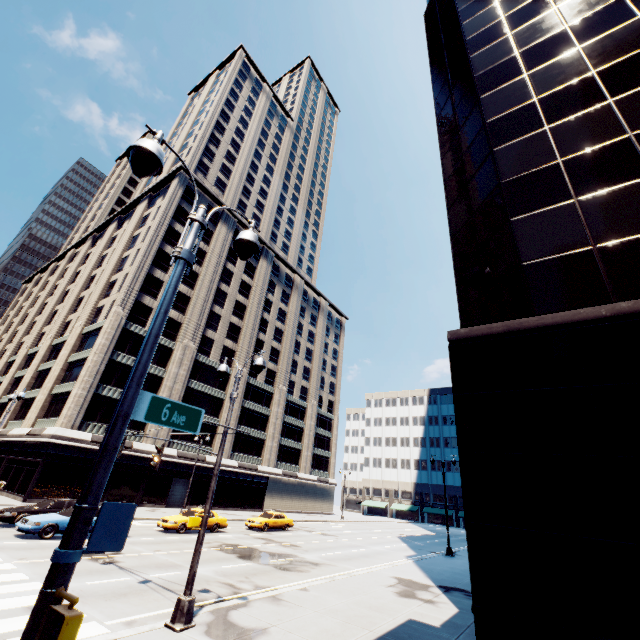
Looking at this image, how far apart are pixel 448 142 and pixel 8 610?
24.86m

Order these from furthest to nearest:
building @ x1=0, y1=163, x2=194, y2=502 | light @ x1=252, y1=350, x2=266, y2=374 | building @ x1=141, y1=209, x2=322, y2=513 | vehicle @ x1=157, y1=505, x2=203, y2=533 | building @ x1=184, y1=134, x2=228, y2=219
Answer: building @ x1=184, y1=134, x2=228, y2=219 → building @ x1=141, y1=209, x2=322, y2=513 → building @ x1=0, y1=163, x2=194, y2=502 → vehicle @ x1=157, y1=505, x2=203, y2=533 → light @ x1=252, y1=350, x2=266, y2=374

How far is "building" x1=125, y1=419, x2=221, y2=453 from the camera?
36.50m

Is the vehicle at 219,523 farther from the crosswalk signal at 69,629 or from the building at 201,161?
the crosswalk signal at 69,629

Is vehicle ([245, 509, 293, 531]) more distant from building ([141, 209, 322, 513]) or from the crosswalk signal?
the crosswalk signal

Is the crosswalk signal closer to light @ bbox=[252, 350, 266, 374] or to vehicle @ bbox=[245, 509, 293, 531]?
light @ bbox=[252, 350, 266, 374]

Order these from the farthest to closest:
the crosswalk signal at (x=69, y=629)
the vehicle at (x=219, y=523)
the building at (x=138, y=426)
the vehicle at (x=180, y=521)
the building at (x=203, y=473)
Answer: the building at (x=203, y=473), the building at (x=138, y=426), the vehicle at (x=219, y=523), the vehicle at (x=180, y=521), the crosswalk signal at (x=69, y=629)
